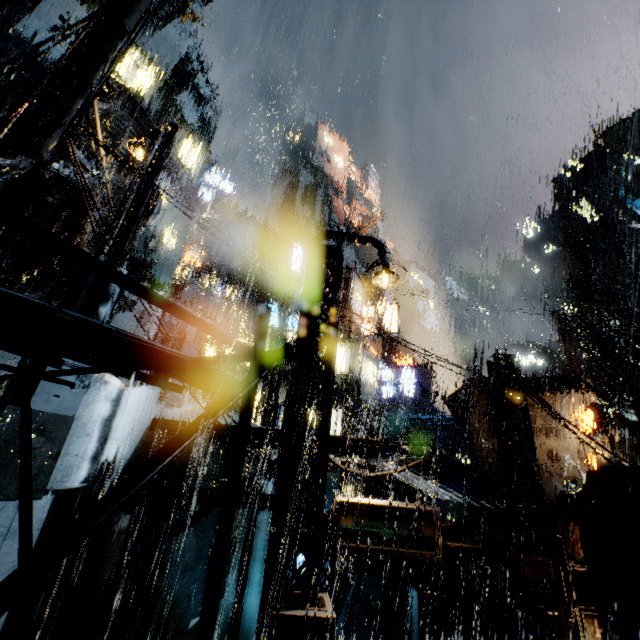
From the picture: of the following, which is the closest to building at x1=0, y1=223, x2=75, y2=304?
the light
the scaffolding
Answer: the light

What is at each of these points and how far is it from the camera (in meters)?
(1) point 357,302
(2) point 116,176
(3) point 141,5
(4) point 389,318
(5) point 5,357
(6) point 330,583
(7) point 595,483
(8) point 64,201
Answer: (1) building, 32.28
(2) building vent, 15.08
(3) pipe, 7.32
(4) sign, 29.39
(5) building, 13.45
(6) building, 9.17
(7) building vent, 8.95
(8) building vent, 13.07

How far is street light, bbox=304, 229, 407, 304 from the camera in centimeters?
932cm

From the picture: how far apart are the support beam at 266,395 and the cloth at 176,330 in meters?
6.7

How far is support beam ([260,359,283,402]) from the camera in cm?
2562

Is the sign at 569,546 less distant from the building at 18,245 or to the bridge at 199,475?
the building at 18,245

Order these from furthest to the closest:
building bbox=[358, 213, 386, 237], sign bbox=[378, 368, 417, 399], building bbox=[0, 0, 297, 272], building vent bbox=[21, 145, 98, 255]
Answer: building bbox=[358, 213, 386, 237]
sign bbox=[378, 368, 417, 399]
building vent bbox=[21, 145, 98, 255]
building bbox=[0, 0, 297, 272]

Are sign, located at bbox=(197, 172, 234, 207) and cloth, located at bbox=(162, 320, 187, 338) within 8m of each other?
no
